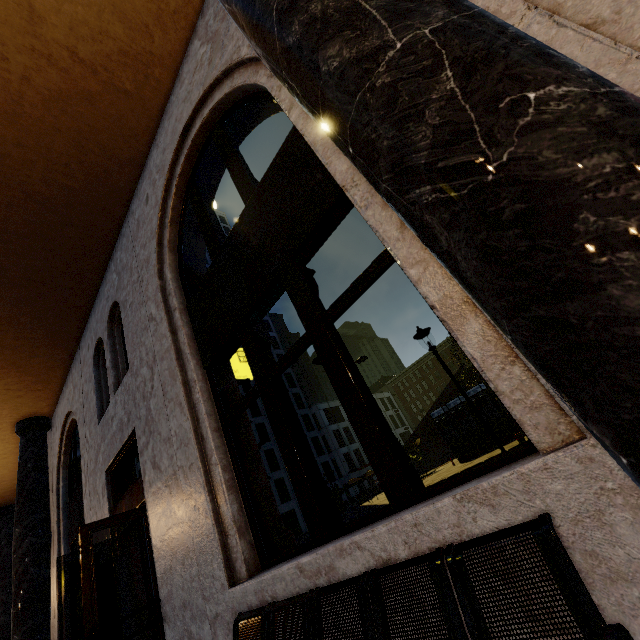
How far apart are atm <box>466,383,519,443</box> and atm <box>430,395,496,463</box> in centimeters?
45cm

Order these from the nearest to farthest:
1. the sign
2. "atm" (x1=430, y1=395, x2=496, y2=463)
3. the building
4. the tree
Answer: the building < the sign < "atm" (x1=430, y1=395, x2=496, y2=463) < the tree

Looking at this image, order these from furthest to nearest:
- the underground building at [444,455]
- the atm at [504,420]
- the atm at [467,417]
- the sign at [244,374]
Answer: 1. the underground building at [444,455]
2. the atm at [467,417]
3. the atm at [504,420]
4. the sign at [244,374]

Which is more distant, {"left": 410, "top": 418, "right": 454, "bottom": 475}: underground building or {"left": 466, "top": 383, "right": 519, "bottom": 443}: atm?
{"left": 410, "top": 418, "right": 454, "bottom": 475}: underground building

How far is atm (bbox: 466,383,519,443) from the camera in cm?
1788

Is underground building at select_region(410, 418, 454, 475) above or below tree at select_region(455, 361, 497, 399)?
below

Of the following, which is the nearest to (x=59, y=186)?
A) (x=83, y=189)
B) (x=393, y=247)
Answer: (x=83, y=189)

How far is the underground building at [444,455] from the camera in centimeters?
3072cm
